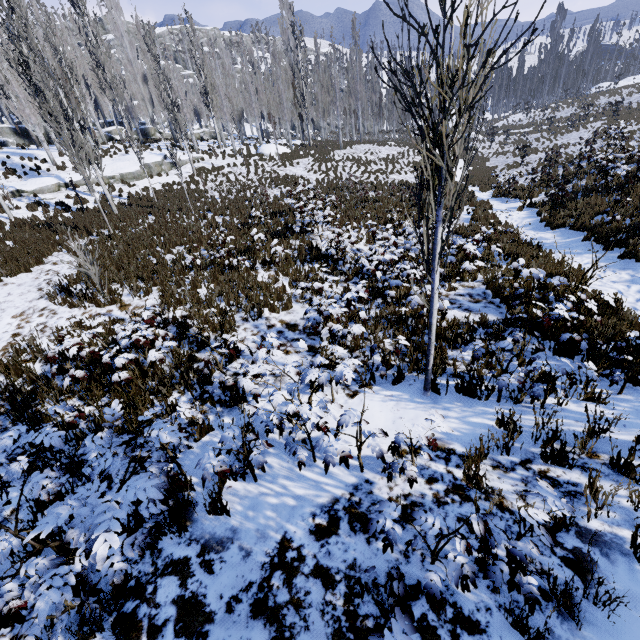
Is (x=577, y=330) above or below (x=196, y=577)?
below

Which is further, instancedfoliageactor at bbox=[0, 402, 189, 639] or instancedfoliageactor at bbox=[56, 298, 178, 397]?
instancedfoliageactor at bbox=[56, 298, 178, 397]

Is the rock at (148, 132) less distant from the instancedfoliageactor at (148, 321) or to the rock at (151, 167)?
the instancedfoliageactor at (148, 321)

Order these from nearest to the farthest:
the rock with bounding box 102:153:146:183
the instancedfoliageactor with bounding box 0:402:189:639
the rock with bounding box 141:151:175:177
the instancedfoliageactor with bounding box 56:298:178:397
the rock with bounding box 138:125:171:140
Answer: the instancedfoliageactor with bounding box 0:402:189:639, the instancedfoliageactor with bounding box 56:298:178:397, the rock with bounding box 102:153:146:183, the rock with bounding box 141:151:175:177, the rock with bounding box 138:125:171:140

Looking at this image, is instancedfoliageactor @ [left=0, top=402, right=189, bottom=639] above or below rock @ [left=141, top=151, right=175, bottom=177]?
below

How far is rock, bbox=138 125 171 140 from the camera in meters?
35.0 m
